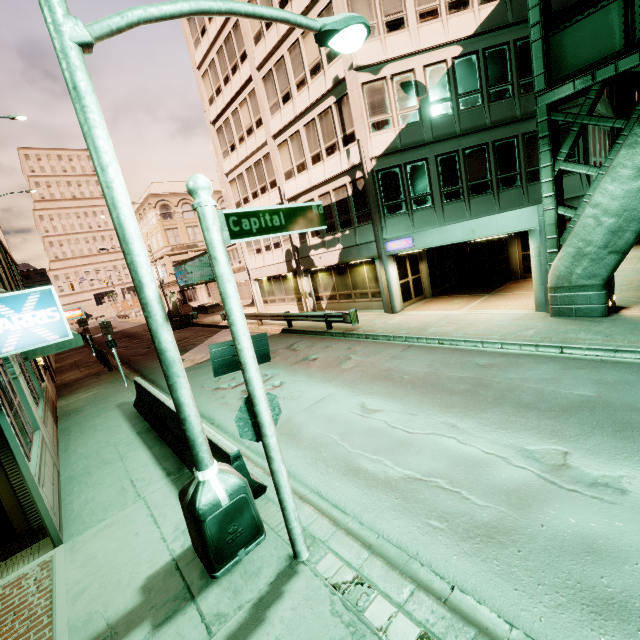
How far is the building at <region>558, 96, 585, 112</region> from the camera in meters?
13.9

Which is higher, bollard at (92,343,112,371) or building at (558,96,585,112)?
building at (558,96,585,112)

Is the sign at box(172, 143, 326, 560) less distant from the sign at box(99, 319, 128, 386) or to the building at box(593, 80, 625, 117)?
the building at box(593, 80, 625, 117)

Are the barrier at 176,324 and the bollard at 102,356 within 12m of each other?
yes

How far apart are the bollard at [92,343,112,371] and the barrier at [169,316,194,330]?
10.53m

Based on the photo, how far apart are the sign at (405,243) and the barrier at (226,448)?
11.5m

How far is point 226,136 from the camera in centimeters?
2355cm
